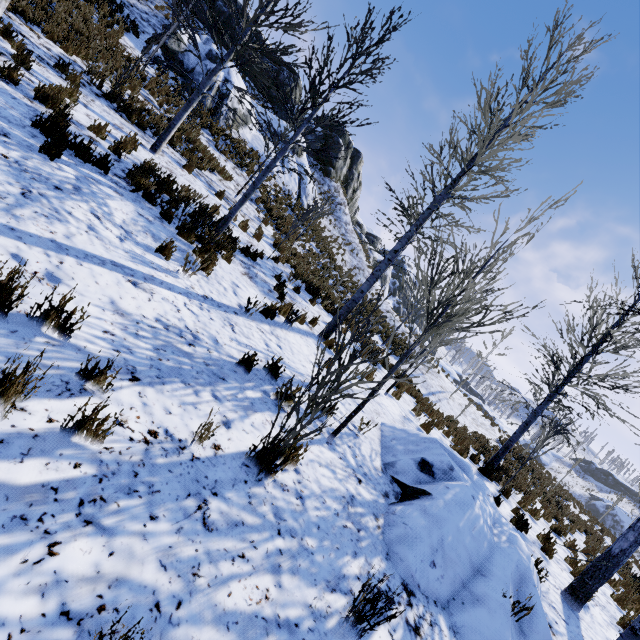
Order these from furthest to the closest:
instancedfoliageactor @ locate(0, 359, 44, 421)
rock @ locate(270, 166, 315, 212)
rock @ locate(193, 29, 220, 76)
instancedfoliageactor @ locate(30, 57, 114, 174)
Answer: rock @ locate(270, 166, 315, 212) < rock @ locate(193, 29, 220, 76) < instancedfoliageactor @ locate(30, 57, 114, 174) < instancedfoliageactor @ locate(0, 359, 44, 421)

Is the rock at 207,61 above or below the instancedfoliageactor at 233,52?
above

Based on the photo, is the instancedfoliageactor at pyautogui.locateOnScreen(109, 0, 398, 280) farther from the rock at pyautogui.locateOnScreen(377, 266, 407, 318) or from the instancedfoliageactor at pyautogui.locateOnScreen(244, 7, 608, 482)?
the rock at pyautogui.locateOnScreen(377, 266, 407, 318)

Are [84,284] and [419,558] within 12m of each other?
yes

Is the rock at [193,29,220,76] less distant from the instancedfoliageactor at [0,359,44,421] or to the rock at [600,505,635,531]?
the rock at [600,505,635,531]

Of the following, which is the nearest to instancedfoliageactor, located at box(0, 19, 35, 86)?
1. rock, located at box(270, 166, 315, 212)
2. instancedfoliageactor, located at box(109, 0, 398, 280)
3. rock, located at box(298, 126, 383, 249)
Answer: instancedfoliageactor, located at box(109, 0, 398, 280)

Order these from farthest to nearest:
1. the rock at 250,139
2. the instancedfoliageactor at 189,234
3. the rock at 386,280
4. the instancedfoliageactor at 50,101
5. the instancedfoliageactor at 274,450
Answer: the rock at 386,280
the rock at 250,139
the instancedfoliageactor at 189,234
the instancedfoliageactor at 50,101
the instancedfoliageactor at 274,450
